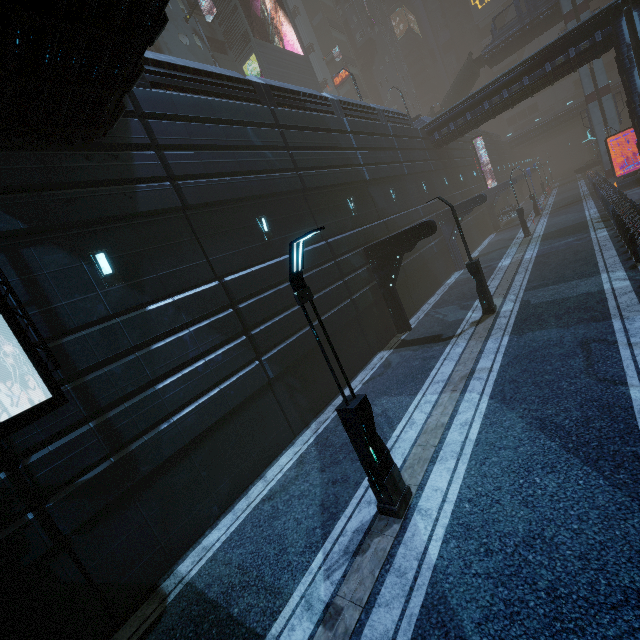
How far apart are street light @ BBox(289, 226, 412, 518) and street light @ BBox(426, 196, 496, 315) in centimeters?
1006cm

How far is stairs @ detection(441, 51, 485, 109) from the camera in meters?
43.2 m

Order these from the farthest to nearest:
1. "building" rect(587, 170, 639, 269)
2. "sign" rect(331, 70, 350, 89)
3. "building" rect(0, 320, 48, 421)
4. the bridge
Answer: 1. "sign" rect(331, 70, 350, 89)
2. the bridge
3. "building" rect(587, 170, 639, 269)
4. "building" rect(0, 320, 48, 421)

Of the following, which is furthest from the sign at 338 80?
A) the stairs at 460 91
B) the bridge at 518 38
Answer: the bridge at 518 38

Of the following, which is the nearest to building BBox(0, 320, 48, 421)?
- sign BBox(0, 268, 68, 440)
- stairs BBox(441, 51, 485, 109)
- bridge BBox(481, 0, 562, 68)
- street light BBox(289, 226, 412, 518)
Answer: sign BBox(0, 268, 68, 440)

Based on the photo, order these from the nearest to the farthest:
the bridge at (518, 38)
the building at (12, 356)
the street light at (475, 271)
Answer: the building at (12, 356) → the street light at (475, 271) → the bridge at (518, 38)

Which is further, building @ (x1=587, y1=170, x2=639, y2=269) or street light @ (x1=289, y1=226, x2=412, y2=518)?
building @ (x1=587, y1=170, x2=639, y2=269)

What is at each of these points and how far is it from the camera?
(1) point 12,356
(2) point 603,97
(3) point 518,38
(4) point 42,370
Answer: (1) building, 6.57m
(2) sm, 36.75m
(3) bridge, 40.00m
(4) sign, 6.21m
